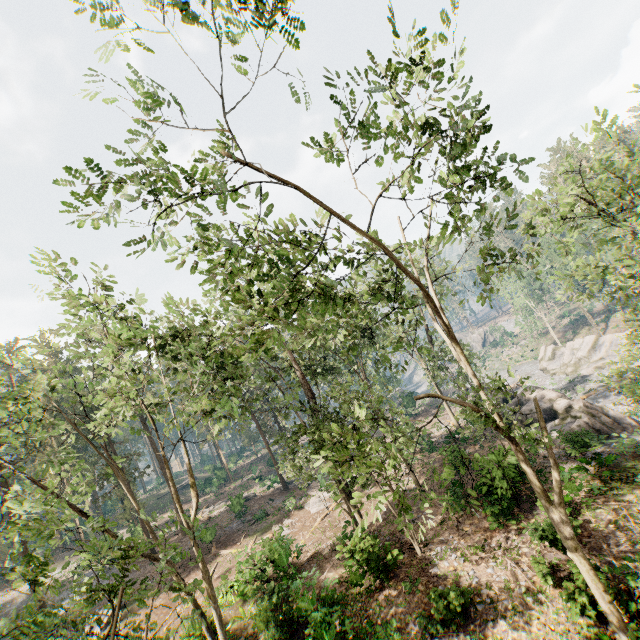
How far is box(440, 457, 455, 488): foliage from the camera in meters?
9.2

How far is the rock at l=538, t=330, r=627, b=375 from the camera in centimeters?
4059cm

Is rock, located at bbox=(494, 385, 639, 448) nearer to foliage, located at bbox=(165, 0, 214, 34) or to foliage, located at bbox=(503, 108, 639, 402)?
foliage, located at bbox=(503, 108, 639, 402)

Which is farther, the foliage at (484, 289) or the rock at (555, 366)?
the rock at (555, 366)

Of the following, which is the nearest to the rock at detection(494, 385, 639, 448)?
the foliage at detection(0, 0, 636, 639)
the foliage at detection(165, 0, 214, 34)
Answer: the foliage at detection(0, 0, 636, 639)

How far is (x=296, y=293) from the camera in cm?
866

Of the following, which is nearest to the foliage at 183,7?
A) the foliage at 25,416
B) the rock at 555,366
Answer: the foliage at 25,416
